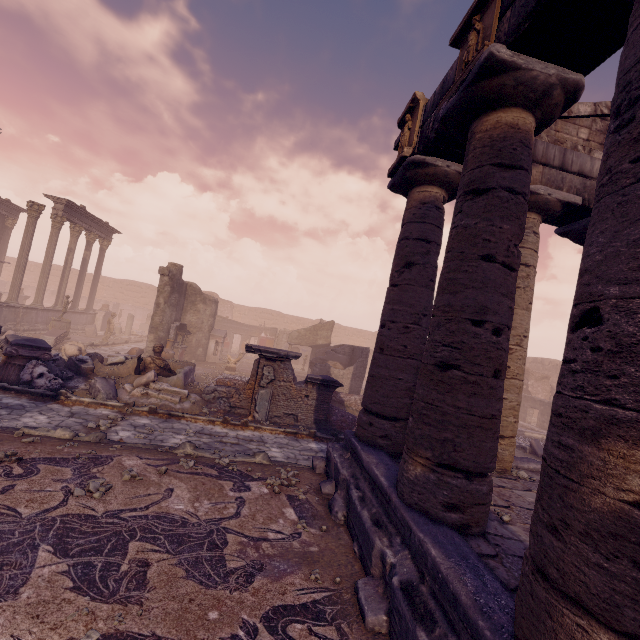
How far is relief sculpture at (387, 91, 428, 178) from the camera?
6.0 meters

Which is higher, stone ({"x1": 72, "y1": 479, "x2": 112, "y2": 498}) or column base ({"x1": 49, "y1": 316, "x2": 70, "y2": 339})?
column base ({"x1": 49, "y1": 316, "x2": 70, "y2": 339})

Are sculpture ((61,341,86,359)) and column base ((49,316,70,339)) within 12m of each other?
yes

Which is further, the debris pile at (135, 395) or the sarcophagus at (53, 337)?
the sarcophagus at (53, 337)

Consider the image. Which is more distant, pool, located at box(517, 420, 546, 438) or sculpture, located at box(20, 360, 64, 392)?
pool, located at box(517, 420, 546, 438)

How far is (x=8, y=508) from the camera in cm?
375

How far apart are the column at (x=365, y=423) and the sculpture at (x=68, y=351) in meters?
13.1 m

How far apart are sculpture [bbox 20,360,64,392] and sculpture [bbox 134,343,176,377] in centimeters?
176cm
